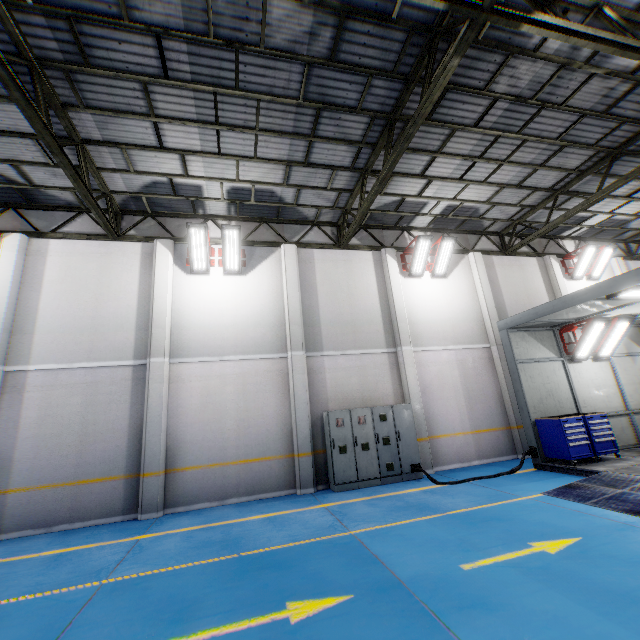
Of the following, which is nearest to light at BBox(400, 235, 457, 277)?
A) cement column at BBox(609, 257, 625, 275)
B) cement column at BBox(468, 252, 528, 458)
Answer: cement column at BBox(468, 252, 528, 458)

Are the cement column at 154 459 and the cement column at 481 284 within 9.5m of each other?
no

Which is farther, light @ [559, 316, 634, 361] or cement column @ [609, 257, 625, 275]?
cement column @ [609, 257, 625, 275]

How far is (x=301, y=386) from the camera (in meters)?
9.99

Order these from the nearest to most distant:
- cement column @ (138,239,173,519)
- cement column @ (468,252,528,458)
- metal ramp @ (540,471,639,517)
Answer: metal ramp @ (540,471,639,517) → cement column @ (138,239,173,519) → cement column @ (468,252,528,458)

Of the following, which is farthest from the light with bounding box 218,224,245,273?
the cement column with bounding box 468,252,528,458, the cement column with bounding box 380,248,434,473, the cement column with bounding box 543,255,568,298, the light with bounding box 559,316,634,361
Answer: the cement column with bounding box 543,255,568,298

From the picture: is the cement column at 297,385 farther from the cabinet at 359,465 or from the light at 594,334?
the light at 594,334

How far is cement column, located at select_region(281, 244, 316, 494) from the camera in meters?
9.3
